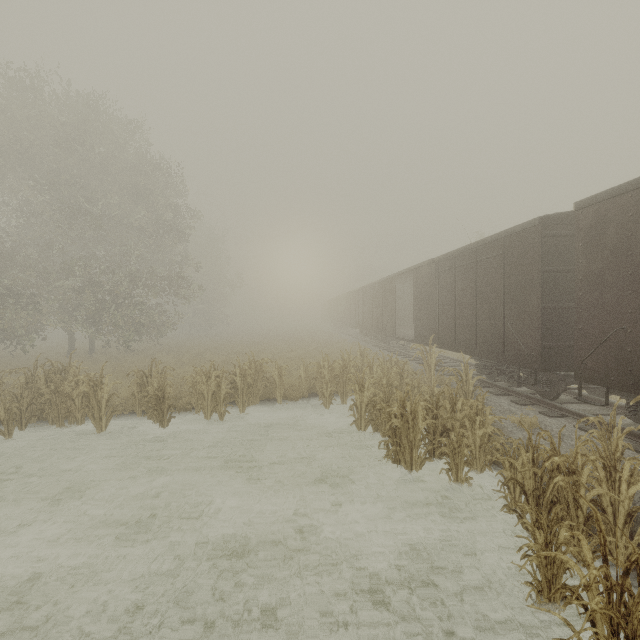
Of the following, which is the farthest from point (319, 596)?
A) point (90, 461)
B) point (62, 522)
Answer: point (90, 461)
